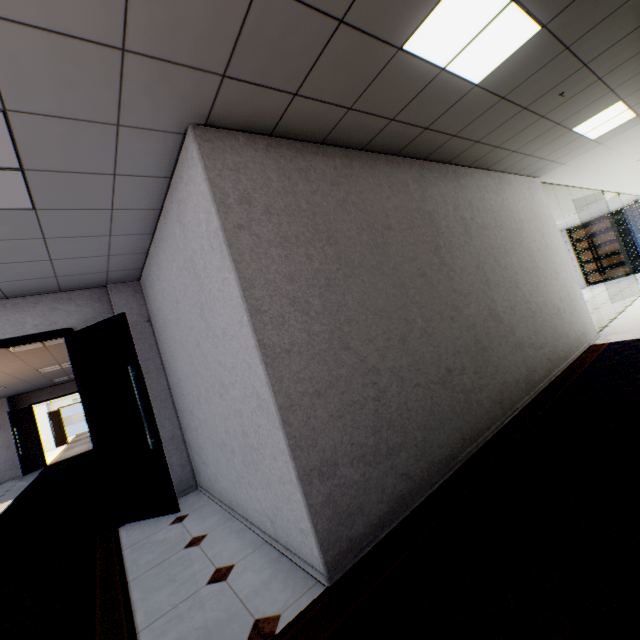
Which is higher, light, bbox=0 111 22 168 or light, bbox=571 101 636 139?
light, bbox=571 101 636 139

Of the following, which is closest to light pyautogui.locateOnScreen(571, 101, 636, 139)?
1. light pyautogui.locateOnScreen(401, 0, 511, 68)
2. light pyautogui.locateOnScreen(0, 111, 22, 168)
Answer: light pyautogui.locateOnScreen(401, 0, 511, 68)

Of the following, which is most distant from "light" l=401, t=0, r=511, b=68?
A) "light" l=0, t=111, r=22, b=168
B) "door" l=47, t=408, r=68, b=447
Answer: "door" l=47, t=408, r=68, b=447

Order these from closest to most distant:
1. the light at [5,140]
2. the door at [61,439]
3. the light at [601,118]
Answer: the light at [5,140], the light at [601,118], the door at [61,439]

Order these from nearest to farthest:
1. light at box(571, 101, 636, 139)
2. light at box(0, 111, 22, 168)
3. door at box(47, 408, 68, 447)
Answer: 1. light at box(0, 111, 22, 168)
2. light at box(571, 101, 636, 139)
3. door at box(47, 408, 68, 447)

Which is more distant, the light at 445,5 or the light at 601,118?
the light at 601,118

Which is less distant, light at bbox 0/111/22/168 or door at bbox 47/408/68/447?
light at bbox 0/111/22/168

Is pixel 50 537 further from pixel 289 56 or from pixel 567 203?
pixel 567 203
